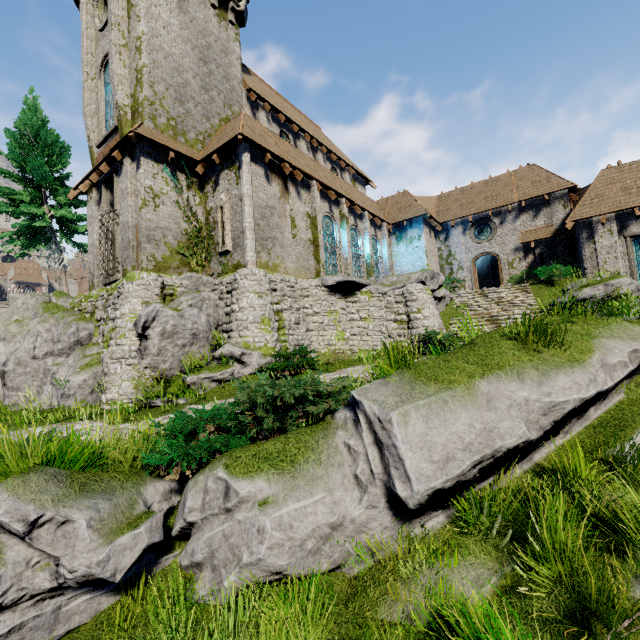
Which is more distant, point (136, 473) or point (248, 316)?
point (248, 316)

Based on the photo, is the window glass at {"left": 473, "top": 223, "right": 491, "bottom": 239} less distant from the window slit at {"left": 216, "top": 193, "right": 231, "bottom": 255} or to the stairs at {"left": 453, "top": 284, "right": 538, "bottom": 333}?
the stairs at {"left": 453, "top": 284, "right": 538, "bottom": 333}

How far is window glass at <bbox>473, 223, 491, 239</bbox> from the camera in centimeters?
2458cm

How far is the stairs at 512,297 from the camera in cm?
1678

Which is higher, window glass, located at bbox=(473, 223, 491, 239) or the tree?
the tree

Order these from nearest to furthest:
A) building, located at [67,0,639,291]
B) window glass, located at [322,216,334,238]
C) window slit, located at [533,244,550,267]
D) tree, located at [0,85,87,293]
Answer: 1. building, located at [67,0,639,291]
2. tree, located at [0,85,87,293]
3. window glass, located at [322,216,334,238]
4. window slit, located at [533,244,550,267]

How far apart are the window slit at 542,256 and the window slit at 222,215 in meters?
20.8

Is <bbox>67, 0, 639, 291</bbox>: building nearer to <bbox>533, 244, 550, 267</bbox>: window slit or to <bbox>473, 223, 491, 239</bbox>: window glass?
<bbox>533, 244, 550, 267</bbox>: window slit
